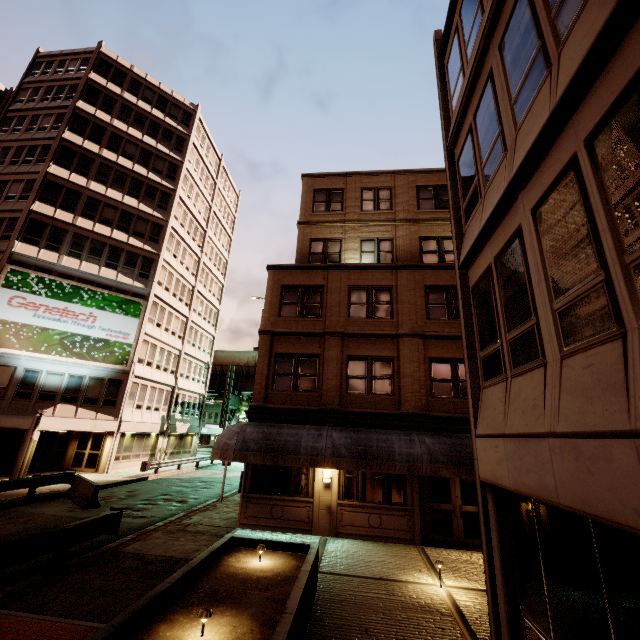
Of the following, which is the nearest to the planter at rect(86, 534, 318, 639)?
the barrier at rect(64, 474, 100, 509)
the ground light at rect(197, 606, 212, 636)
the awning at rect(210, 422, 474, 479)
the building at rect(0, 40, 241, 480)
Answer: the ground light at rect(197, 606, 212, 636)

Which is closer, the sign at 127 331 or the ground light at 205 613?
the ground light at 205 613

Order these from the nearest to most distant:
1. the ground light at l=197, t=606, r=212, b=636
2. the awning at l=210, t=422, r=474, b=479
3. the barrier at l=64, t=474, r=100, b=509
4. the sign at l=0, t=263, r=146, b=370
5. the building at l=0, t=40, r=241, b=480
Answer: the ground light at l=197, t=606, r=212, b=636 → the awning at l=210, t=422, r=474, b=479 → the barrier at l=64, t=474, r=100, b=509 → the sign at l=0, t=263, r=146, b=370 → the building at l=0, t=40, r=241, b=480

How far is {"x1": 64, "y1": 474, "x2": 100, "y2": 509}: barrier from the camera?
14.8 meters

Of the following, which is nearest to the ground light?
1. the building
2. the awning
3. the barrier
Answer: the awning

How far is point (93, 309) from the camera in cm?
2562

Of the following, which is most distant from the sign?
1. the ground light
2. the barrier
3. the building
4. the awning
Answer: the ground light

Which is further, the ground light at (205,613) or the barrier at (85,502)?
the barrier at (85,502)
